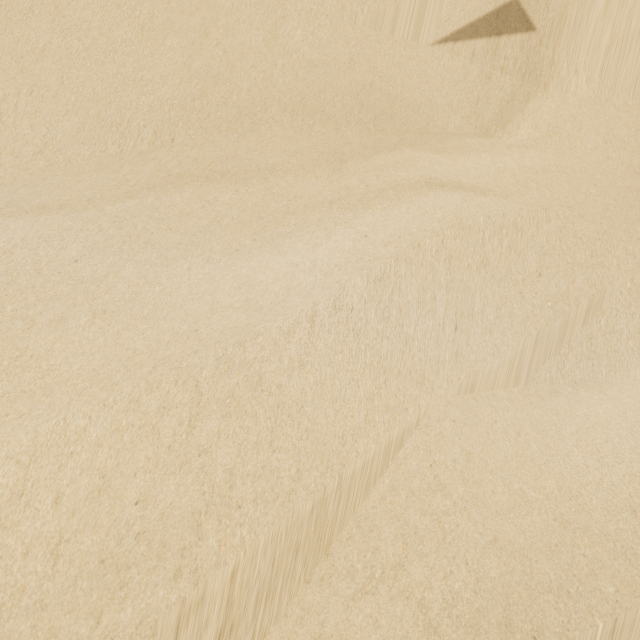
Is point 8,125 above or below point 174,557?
above
